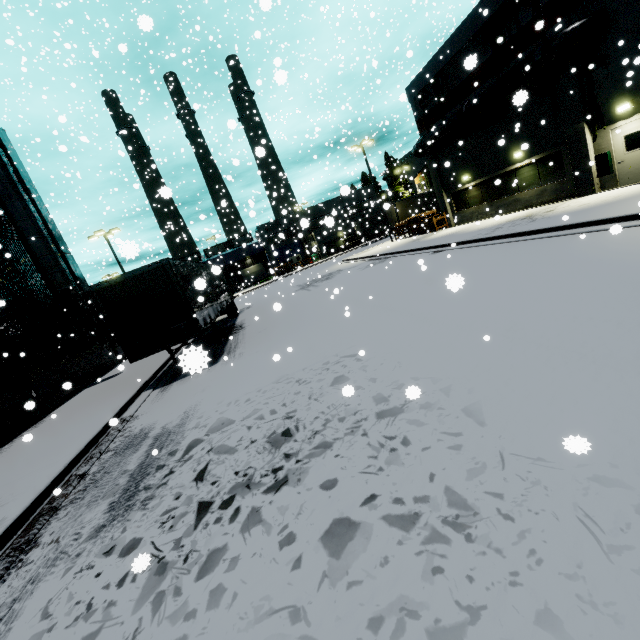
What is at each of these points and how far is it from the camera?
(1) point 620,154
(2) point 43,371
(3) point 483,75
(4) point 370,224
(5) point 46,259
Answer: (1) door, 14.0 meters
(2) building, 13.9 meters
(3) building, 18.3 meters
(4) semi trailer, 49.5 meters
(5) vent duct, 14.7 meters

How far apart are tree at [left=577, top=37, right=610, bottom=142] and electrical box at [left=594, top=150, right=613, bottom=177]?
0.6 meters

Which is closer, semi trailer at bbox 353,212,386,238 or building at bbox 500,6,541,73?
building at bbox 500,6,541,73

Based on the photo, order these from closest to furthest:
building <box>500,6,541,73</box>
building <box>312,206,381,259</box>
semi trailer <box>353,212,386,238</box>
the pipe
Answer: the pipe → building <box>500,6,541,73</box> → building <box>312,206,381,259</box> → semi trailer <box>353,212,386,238</box>

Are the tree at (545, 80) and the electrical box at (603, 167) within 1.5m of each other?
no

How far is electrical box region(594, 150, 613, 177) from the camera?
14.25m

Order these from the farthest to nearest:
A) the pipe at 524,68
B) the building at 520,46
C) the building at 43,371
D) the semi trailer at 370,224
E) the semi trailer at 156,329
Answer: the semi trailer at 370,224 < the building at 520,46 < the pipe at 524,68 < the building at 43,371 < the semi trailer at 156,329

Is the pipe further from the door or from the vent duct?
the door
